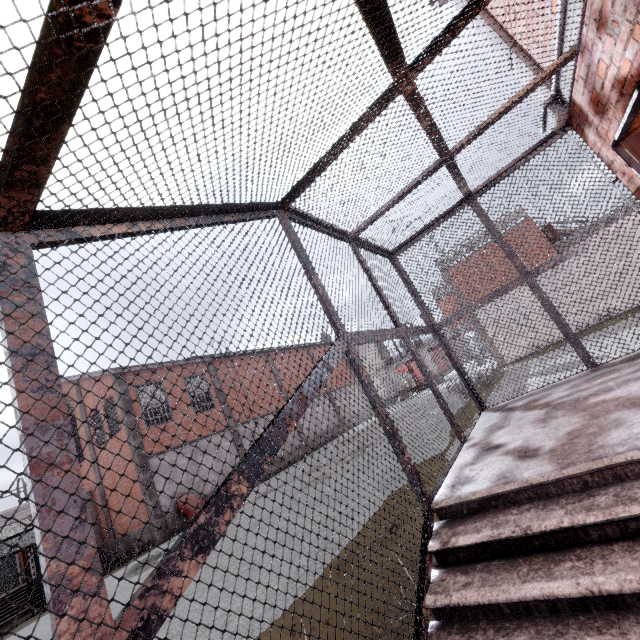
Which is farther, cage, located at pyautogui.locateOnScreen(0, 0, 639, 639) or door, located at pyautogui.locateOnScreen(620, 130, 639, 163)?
door, located at pyautogui.locateOnScreen(620, 130, 639, 163)

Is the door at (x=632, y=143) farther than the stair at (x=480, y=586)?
Yes

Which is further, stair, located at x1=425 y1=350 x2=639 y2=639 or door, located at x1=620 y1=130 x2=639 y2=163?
door, located at x1=620 y1=130 x2=639 y2=163

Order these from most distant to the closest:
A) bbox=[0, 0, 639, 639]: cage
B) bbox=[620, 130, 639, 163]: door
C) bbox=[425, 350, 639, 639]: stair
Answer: bbox=[620, 130, 639, 163]: door
bbox=[425, 350, 639, 639]: stair
bbox=[0, 0, 639, 639]: cage

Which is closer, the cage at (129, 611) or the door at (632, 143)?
the cage at (129, 611)

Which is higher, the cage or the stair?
the cage

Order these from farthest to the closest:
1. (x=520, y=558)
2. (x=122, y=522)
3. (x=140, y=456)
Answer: (x=122, y=522) < (x=140, y=456) < (x=520, y=558)

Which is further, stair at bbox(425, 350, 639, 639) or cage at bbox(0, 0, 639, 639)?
stair at bbox(425, 350, 639, 639)
